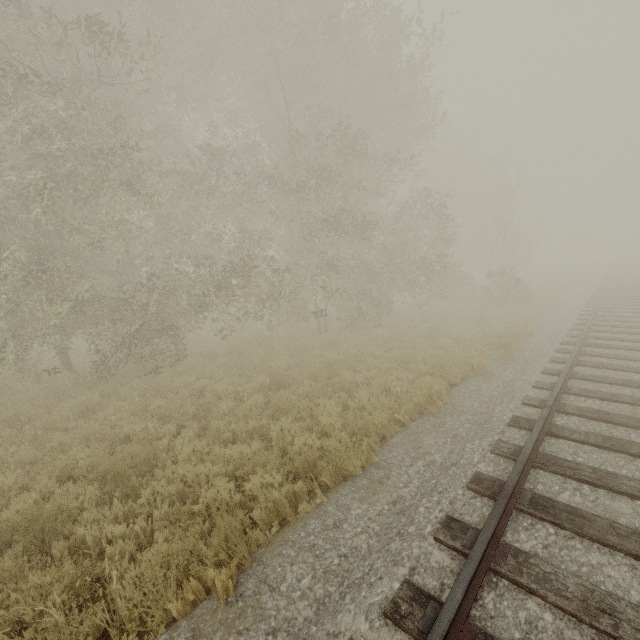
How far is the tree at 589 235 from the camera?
59.00m

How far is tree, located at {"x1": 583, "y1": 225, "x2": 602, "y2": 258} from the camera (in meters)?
59.00

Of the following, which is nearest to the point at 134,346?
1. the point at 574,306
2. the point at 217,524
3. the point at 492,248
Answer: the point at 217,524
